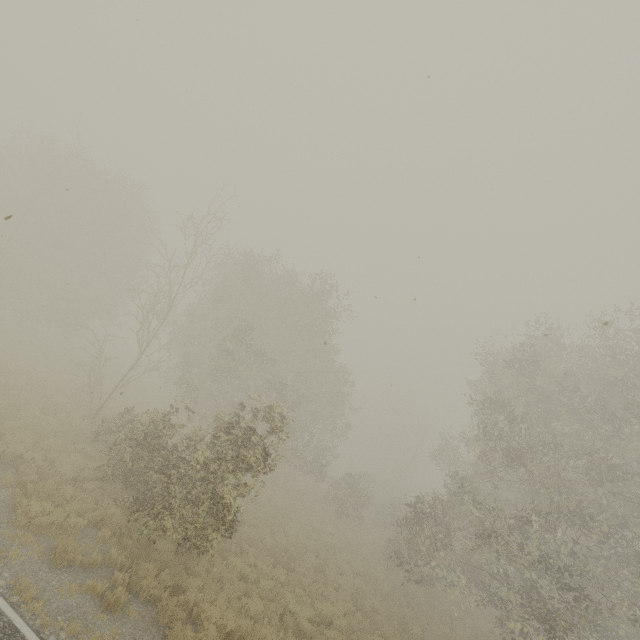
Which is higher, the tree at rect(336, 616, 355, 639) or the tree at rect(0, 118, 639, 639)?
the tree at rect(336, 616, 355, 639)

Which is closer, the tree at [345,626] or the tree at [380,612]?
the tree at [345,626]

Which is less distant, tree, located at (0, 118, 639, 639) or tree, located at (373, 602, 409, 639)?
tree, located at (0, 118, 639, 639)

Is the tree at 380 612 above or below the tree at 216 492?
below

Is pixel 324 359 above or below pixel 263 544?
above
